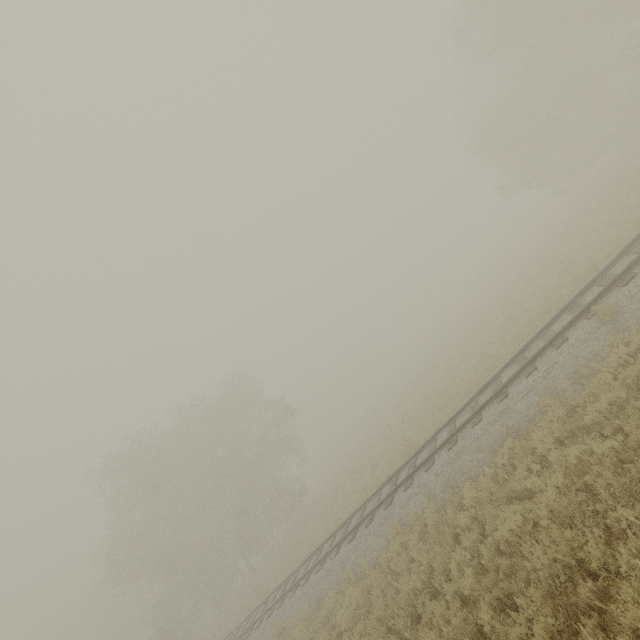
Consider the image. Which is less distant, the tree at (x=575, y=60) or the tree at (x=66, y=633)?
the tree at (x=575, y=60)

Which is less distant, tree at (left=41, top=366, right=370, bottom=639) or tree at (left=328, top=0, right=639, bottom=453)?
tree at (left=328, top=0, right=639, bottom=453)

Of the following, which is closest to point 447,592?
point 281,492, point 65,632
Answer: point 281,492
